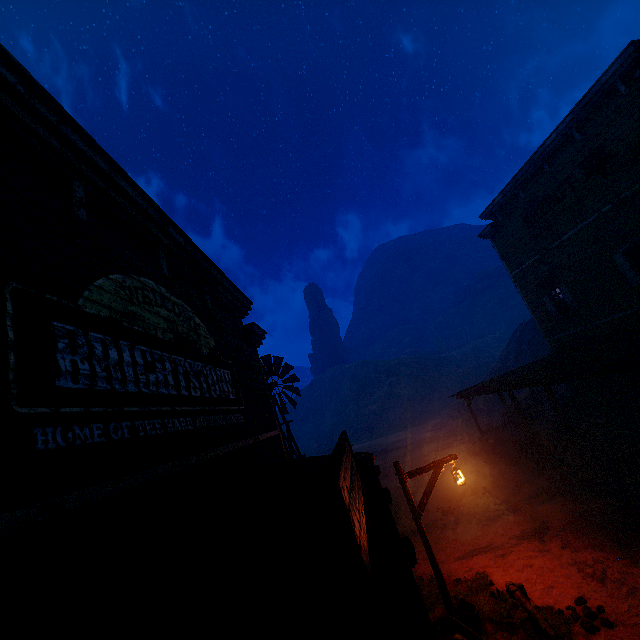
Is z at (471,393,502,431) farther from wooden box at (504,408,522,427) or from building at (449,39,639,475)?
wooden box at (504,408,522,427)

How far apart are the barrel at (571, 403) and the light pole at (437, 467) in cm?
1207

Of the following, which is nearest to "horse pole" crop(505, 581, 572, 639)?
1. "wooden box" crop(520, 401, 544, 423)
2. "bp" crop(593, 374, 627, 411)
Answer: "bp" crop(593, 374, 627, 411)

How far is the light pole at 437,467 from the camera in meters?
7.4

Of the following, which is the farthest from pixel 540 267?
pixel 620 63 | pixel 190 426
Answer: pixel 190 426

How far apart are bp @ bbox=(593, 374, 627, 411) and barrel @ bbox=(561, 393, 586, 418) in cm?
109

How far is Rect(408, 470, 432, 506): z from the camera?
15.6m
